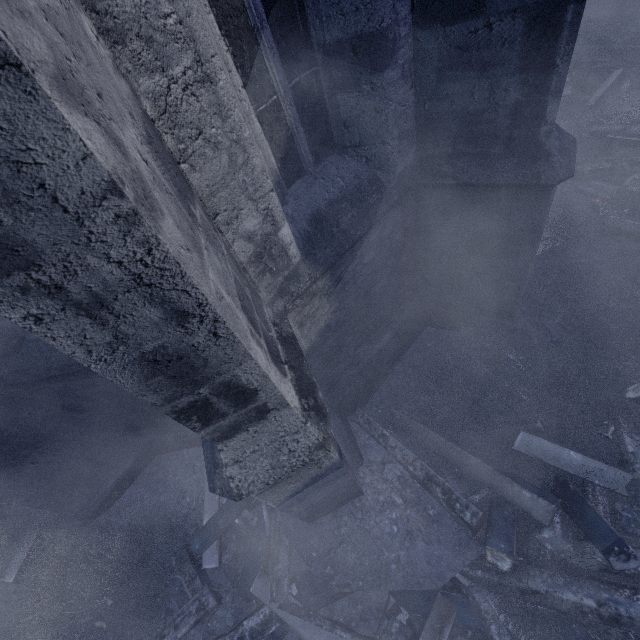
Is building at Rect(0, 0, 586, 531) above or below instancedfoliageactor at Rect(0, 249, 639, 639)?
above

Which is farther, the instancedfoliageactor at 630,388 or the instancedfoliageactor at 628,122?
the instancedfoliageactor at 628,122

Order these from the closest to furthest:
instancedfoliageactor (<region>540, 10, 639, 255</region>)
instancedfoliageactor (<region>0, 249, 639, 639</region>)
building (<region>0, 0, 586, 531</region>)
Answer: building (<region>0, 0, 586, 531</region>) < instancedfoliageactor (<region>0, 249, 639, 639</region>) < instancedfoliageactor (<region>540, 10, 639, 255</region>)

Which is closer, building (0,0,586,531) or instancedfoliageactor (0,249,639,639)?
building (0,0,586,531)

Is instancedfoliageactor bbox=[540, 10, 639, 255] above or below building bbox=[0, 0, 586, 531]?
below

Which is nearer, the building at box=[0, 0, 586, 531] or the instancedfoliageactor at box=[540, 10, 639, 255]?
the building at box=[0, 0, 586, 531]

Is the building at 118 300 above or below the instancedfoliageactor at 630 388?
above

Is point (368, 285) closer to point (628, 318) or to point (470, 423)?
point (470, 423)
